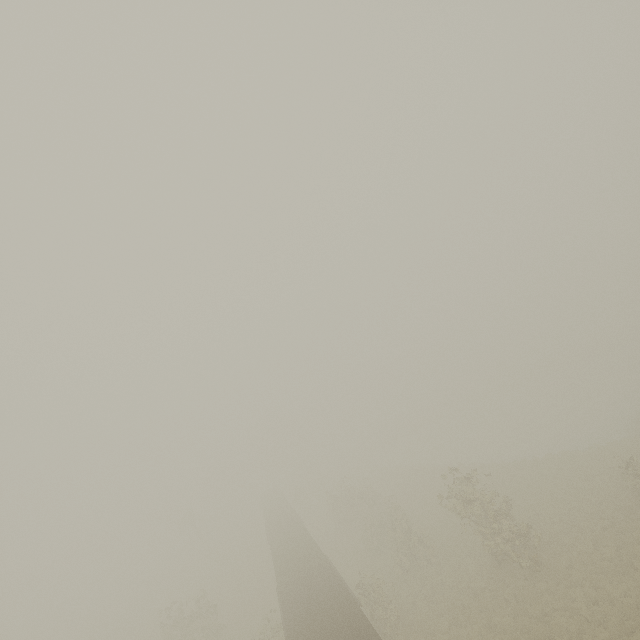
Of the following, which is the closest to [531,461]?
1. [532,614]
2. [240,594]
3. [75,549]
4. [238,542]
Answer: [532,614]
